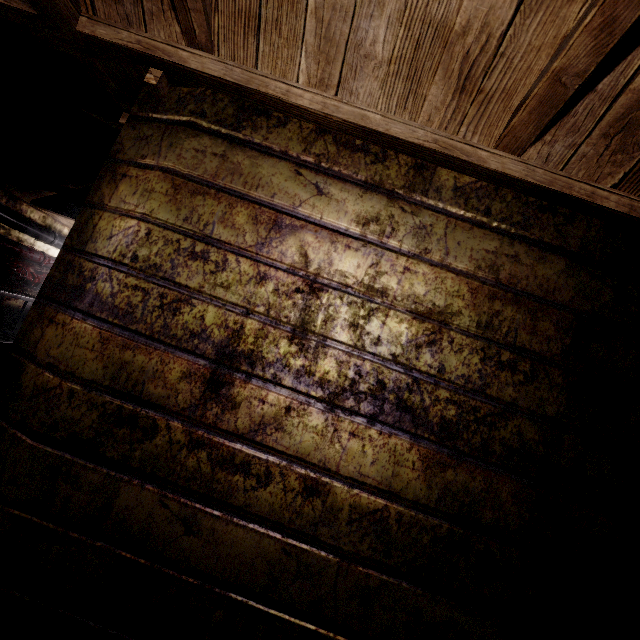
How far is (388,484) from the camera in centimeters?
94cm

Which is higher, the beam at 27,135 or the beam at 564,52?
the beam at 27,135

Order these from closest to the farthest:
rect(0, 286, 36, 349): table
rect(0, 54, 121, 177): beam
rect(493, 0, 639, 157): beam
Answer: rect(493, 0, 639, 157): beam
rect(0, 54, 121, 177): beam
rect(0, 286, 36, 349): table

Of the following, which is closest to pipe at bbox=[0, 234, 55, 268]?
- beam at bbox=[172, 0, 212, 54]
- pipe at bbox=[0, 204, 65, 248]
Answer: pipe at bbox=[0, 204, 65, 248]

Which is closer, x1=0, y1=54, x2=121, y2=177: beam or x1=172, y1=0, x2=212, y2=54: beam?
x1=172, y1=0, x2=212, y2=54: beam

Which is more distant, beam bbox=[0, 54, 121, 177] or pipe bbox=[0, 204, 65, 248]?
pipe bbox=[0, 204, 65, 248]

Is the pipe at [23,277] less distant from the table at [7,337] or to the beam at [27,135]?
the table at [7,337]

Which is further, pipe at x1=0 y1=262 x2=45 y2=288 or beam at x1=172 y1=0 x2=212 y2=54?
pipe at x1=0 y1=262 x2=45 y2=288
